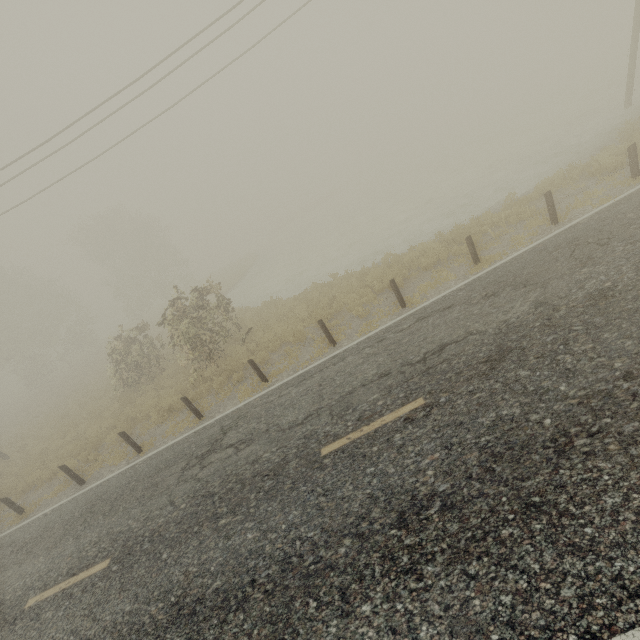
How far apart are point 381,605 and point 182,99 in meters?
17.3
